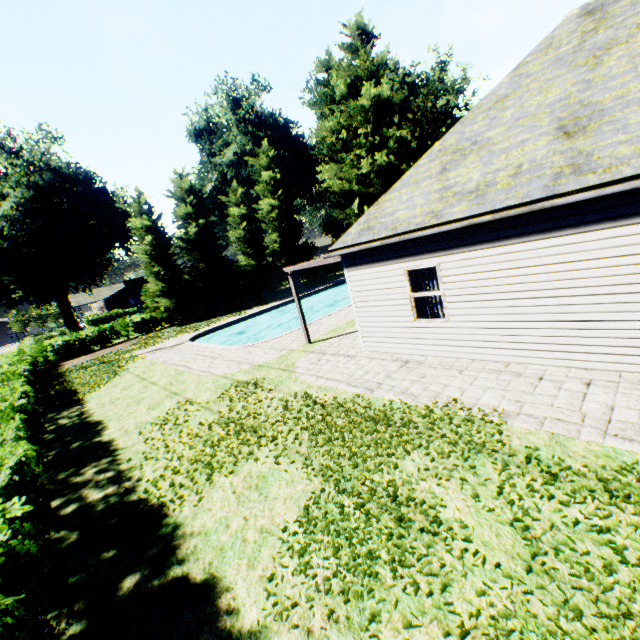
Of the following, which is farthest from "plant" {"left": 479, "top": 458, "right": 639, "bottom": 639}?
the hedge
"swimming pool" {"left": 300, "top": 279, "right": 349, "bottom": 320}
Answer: "swimming pool" {"left": 300, "top": 279, "right": 349, "bottom": 320}

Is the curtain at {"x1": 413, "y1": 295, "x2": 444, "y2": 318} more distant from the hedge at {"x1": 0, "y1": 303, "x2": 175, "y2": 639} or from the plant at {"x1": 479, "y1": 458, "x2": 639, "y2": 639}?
the plant at {"x1": 479, "y1": 458, "x2": 639, "y2": 639}

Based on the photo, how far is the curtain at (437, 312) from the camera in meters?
8.5 m

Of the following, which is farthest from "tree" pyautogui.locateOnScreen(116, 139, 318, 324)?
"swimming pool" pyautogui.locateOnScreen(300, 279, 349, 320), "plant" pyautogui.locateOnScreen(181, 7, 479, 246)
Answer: "swimming pool" pyautogui.locateOnScreen(300, 279, 349, 320)

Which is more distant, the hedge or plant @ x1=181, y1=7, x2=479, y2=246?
plant @ x1=181, y1=7, x2=479, y2=246

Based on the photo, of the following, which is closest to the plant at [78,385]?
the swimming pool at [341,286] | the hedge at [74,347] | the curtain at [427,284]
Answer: the hedge at [74,347]

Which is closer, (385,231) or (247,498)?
(247,498)
